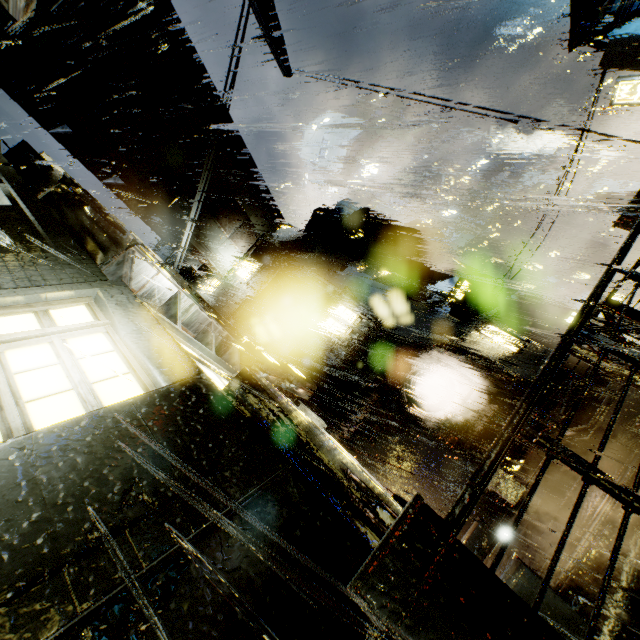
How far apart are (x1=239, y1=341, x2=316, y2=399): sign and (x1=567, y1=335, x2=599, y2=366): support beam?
7.7 meters

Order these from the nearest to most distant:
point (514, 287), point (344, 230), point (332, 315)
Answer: point (332, 315) → point (344, 230) → point (514, 287)

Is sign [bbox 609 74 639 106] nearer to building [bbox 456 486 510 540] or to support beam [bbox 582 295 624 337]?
building [bbox 456 486 510 540]

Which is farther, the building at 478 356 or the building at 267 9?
the building at 267 9

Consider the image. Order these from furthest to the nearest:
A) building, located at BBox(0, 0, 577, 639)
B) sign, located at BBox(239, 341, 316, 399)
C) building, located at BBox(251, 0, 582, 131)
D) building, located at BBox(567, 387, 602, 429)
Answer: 1. building, located at BBox(251, 0, 582, 131)
2. building, located at BBox(567, 387, 602, 429)
3. sign, located at BBox(239, 341, 316, 399)
4. building, located at BBox(0, 0, 577, 639)

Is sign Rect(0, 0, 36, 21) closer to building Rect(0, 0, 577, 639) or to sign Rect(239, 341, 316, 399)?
building Rect(0, 0, 577, 639)

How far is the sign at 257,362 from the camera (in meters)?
9.08

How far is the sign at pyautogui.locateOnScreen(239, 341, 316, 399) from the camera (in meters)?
9.08
